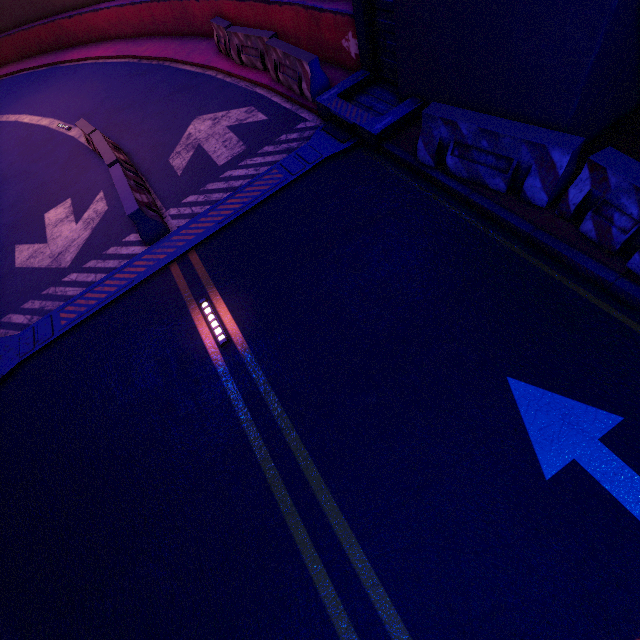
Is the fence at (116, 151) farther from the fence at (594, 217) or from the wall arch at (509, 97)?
the fence at (594, 217)

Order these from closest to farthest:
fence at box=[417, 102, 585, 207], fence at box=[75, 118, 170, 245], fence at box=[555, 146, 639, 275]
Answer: fence at box=[555, 146, 639, 275], fence at box=[417, 102, 585, 207], fence at box=[75, 118, 170, 245]

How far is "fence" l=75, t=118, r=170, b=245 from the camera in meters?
7.2

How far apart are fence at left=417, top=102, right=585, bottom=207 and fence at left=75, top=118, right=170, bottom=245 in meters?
5.7 m

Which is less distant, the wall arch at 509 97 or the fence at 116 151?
the wall arch at 509 97

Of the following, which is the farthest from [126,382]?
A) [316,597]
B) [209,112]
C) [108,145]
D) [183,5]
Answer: [183,5]

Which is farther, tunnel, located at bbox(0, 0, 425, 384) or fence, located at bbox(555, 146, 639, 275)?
tunnel, located at bbox(0, 0, 425, 384)

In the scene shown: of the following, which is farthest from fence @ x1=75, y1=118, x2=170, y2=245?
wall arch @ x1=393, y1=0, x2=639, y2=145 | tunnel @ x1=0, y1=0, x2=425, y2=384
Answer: wall arch @ x1=393, y1=0, x2=639, y2=145
